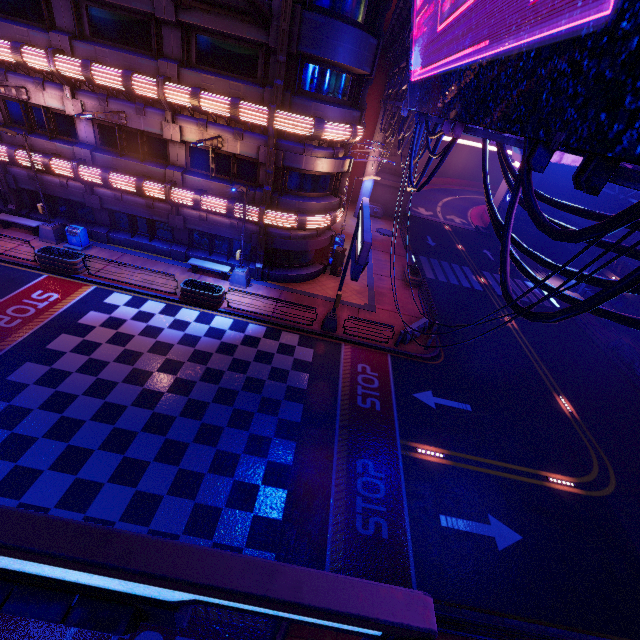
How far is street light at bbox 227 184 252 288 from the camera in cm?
1608

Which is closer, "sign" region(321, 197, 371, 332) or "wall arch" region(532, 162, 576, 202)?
"sign" region(321, 197, 371, 332)

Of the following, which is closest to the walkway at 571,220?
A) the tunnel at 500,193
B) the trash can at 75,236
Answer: the tunnel at 500,193

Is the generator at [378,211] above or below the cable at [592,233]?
below

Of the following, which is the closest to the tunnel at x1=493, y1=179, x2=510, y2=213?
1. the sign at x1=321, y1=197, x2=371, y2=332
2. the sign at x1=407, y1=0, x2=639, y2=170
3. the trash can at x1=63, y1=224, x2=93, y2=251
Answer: the sign at x1=407, y1=0, x2=639, y2=170

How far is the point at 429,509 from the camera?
11.2m

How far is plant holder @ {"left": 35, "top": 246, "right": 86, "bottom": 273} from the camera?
16.7 meters
